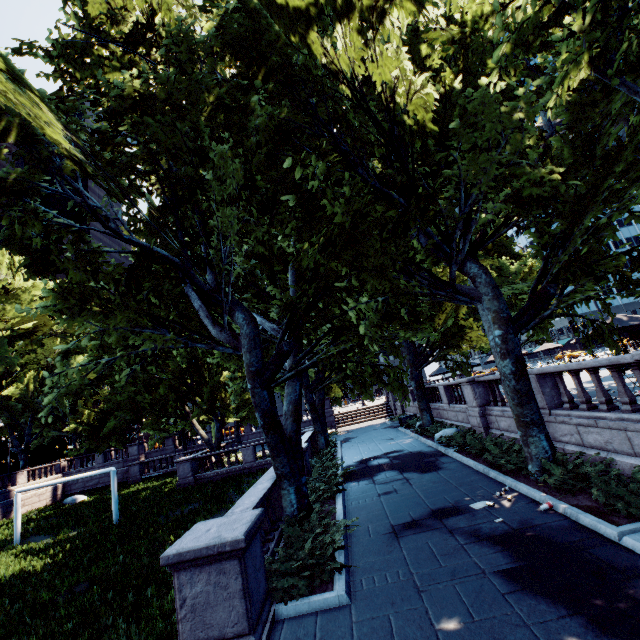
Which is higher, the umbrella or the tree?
the tree

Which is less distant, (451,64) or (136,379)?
(136,379)

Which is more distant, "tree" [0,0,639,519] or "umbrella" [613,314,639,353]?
"umbrella" [613,314,639,353]

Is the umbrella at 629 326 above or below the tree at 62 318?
below

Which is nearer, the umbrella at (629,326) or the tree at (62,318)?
the tree at (62,318)
